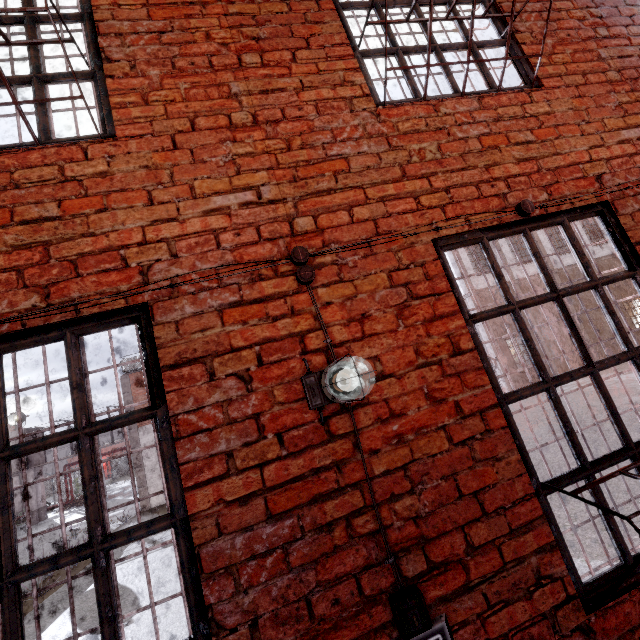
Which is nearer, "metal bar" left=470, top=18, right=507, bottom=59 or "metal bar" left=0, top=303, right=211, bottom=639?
"metal bar" left=0, top=303, right=211, bottom=639

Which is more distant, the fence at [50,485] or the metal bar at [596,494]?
the fence at [50,485]

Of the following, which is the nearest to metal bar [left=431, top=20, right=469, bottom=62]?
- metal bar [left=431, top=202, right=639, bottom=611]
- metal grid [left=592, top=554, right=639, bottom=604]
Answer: metal bar [left=431, top=202, right=639, bottom=611]

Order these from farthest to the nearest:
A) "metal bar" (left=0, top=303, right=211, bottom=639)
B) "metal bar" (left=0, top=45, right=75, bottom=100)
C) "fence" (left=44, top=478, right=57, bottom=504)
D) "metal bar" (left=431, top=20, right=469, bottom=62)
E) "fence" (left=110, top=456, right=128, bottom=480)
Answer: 1. "fence" (left=110, top=456, right=128, bottom=480)
2. "fence" (left=44, top=478, right=57, bottom=504)
3. "metal bar" (left=431, top=20, right=469, bottom=62)
4. "metal bar" (left=0, top=45, right=75, bottom=100)
5. "metal bar" (left=0, top=303, right=211, bottom=639)

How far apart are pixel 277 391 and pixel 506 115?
2.5m

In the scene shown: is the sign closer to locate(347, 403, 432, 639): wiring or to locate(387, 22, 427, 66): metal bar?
locate(347, 403, 432, 639): wiring

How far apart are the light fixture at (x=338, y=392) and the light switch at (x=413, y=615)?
0.8m

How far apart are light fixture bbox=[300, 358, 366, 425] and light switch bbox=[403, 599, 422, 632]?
0.8m
